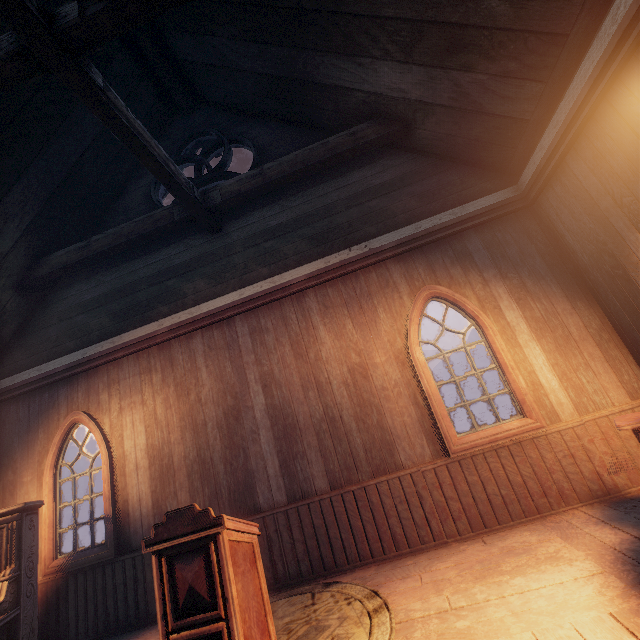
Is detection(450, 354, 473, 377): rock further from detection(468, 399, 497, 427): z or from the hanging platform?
the hanging platform

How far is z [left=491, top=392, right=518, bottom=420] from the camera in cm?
1772

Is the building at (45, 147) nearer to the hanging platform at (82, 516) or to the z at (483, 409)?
the z at (483, 409)

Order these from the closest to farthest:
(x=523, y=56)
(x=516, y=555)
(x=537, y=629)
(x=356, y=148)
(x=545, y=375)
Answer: (x=537, y=629) < (x=516, y=555) < (x=523, y=56) < (x=545, y=375) < (x=356, y=148)

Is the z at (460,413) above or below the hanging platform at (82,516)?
below

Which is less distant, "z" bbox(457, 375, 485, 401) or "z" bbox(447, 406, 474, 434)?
"z" bbox(447, 406, 474, 434)

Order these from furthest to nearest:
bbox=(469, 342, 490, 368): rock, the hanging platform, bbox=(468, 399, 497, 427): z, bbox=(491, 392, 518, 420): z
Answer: bbox=(469, 342, 490, 368): rock, bbox=(468, 399, 497, 427): z, bbox=(491, 392, 518, 420): z, the hanging platform

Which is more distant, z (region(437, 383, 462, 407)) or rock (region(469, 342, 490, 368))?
rock (region(469, 342, 490, 368))
